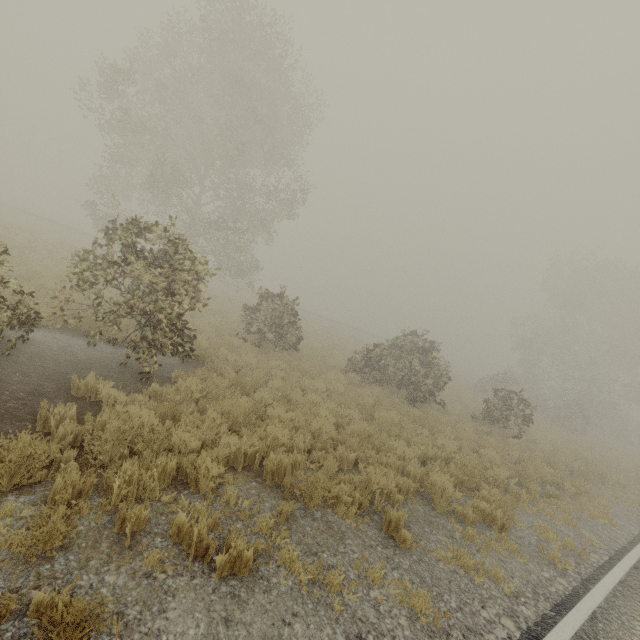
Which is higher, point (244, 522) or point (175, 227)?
point (175, 227)

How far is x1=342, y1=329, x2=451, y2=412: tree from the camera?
14.6m

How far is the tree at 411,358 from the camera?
14.6 meters
